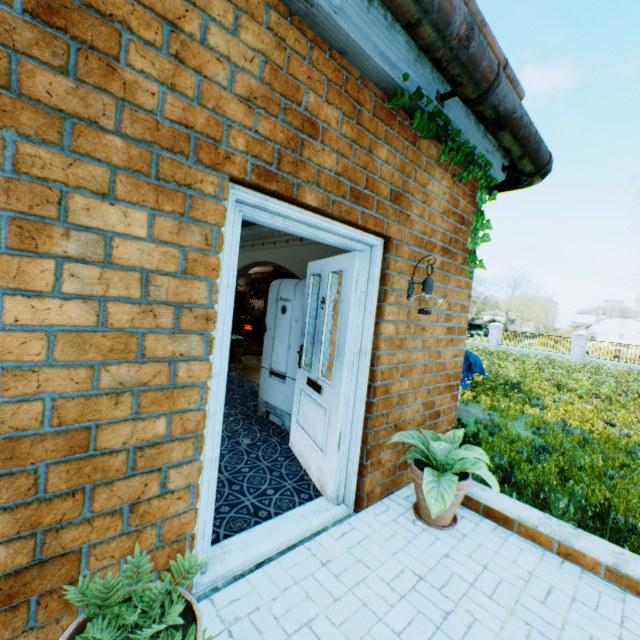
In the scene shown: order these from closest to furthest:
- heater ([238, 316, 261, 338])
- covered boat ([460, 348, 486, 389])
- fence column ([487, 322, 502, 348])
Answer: covered boat ([460, 348, 486, 389]) < heater ([238, 316, 261, 338]) < fence column ([487, 322, 502, 348])

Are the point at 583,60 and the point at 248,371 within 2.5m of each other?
no

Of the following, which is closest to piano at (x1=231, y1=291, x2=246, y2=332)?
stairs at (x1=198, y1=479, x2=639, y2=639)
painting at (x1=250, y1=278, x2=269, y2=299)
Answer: painting at (x1=250, y1=278, x2=269, y2=299)

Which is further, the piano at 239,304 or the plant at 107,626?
the piano at 239,304

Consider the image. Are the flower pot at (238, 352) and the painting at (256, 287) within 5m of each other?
no

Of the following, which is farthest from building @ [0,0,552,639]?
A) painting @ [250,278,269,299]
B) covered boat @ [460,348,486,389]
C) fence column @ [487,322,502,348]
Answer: fence column @ [487,322,502,348]

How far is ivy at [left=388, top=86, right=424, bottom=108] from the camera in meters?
2.3 m

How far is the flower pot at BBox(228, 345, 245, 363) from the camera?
8.2m
